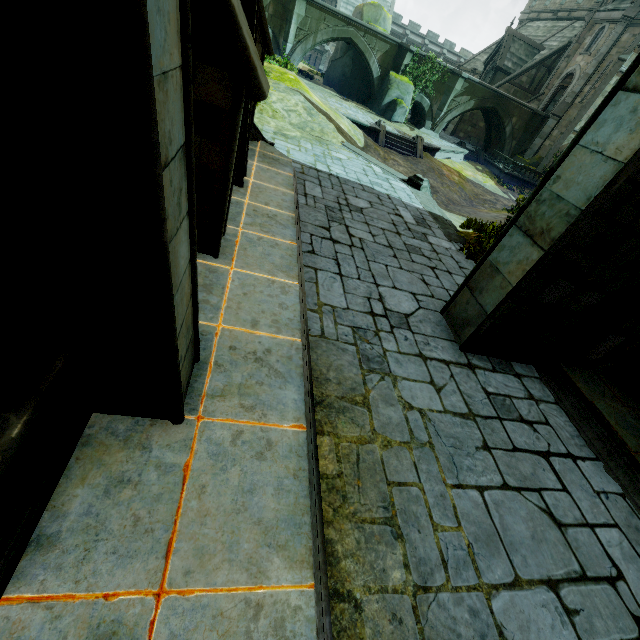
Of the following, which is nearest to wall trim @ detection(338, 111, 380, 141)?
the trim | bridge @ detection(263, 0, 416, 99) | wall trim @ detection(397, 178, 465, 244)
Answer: bridge @ detection(263, 0, 416, 99)

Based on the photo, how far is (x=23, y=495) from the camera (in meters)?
1.83

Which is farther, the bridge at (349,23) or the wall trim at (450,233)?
the bridge at (349,23)

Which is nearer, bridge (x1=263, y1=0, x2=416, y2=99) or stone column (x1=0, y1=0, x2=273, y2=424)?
stone column (x1=0, y1=0, x2=273, y2=424)

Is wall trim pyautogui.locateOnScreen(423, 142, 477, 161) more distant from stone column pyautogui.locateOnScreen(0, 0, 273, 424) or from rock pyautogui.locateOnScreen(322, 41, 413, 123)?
stone column pyautogui.locateOnScreen(0, 0, 273, 424)

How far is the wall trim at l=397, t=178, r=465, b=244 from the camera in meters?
9.5

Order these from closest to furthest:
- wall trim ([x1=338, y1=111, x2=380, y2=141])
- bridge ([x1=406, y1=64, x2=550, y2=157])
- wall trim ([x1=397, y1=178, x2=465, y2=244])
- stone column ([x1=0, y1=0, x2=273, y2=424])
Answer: stone column ([x1=0, y1=0, x2=273, y2=424]) → wall trim ([x1=397, y1=178, x2=465, y2=244]) → wall trim ([x1=338, y1=111, x2=380, y2=141]) → bridge ([x1=406, y1=64, x2=550, y2=157])

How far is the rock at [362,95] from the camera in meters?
26.6 m
